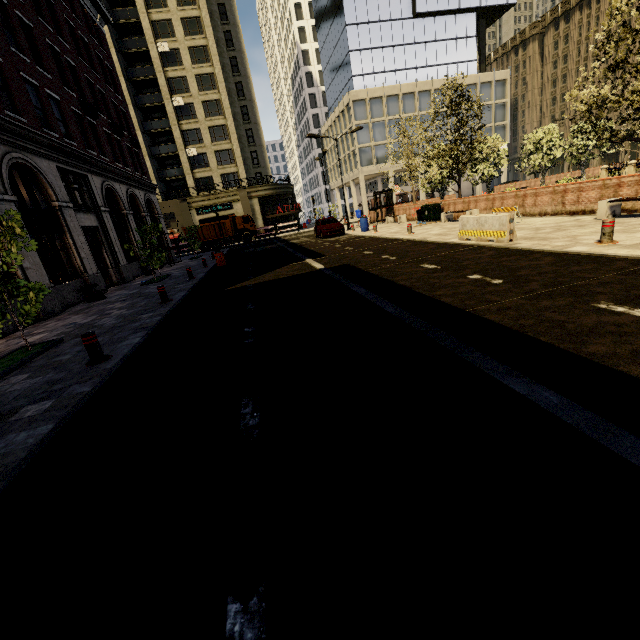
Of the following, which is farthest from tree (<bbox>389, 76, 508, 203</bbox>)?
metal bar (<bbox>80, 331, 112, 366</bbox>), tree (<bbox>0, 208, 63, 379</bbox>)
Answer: metal bar (<bbox>80, 331, 112, 366</bbox>)

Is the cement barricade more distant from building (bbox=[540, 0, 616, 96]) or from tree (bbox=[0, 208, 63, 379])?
building (bbox=[540, 0, 616, 96])

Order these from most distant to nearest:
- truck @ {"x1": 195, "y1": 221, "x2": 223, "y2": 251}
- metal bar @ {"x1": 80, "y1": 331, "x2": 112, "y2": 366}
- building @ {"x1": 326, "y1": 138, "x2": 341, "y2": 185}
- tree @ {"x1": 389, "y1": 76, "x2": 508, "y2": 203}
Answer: building @ {"x1": 326, "y1": 138, "x2": 341, "y2": 185}
truck @ {"x1": 195, "y1": 221, "x2": 223, "y2": 251}
tree @ {"x1": 389, "y1": 76, "x2": 508, "y2": 203}
metal bar @ {"x1": 80, "y1": 331, "x2": 112, "y2": 366}

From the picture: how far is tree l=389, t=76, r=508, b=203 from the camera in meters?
19.7

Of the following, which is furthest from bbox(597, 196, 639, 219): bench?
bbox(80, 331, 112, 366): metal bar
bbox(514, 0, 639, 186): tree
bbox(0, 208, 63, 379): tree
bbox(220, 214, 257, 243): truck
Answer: bbox(220, 214, 257, 243): truck

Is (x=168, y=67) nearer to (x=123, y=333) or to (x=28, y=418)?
(x=123, y=333)

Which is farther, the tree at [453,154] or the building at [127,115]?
the tree at [453,154]

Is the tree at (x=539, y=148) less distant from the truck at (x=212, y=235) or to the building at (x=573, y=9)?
the building at (x=573, y=9)
